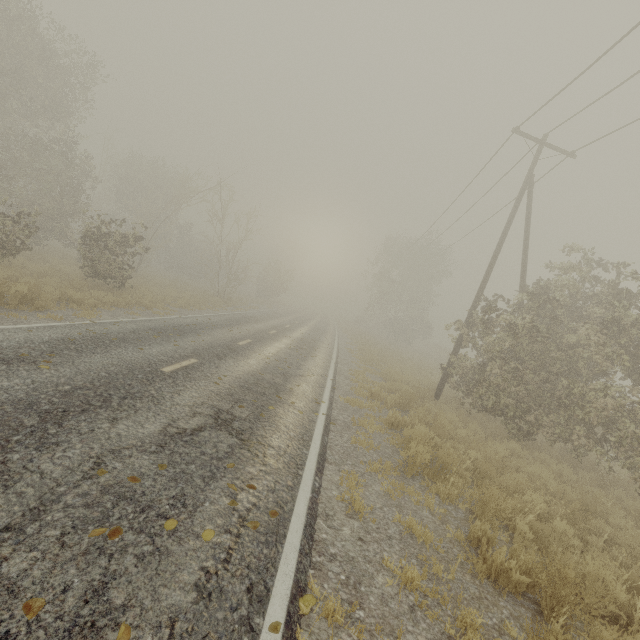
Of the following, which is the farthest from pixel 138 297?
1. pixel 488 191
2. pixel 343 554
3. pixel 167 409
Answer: pixel 488 191

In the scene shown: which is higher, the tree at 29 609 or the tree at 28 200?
the tree at 28 200

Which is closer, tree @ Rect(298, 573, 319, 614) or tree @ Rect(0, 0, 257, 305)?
tree @ Rect(298, 573, 319, 614)

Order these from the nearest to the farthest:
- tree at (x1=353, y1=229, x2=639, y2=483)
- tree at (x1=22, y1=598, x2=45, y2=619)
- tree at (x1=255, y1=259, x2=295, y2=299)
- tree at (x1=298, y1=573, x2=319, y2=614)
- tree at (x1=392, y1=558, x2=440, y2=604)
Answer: tree at (x1=22, y1=598, x2=45, y2=619) < tree at (x1=298, y1=573, x2=319, y2=614) < tree at (x1=392, y1=558, x2=440, y2=604) < tree at (x1=353, y1=229, x2=639, y2=483) < tree at (x1=255, y1=259, x2=295, y2=299)

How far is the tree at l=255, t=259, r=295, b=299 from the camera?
41.9 meters

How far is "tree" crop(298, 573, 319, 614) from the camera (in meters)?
2.89

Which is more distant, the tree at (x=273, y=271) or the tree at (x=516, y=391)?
the tree at (x=273, y=271)
